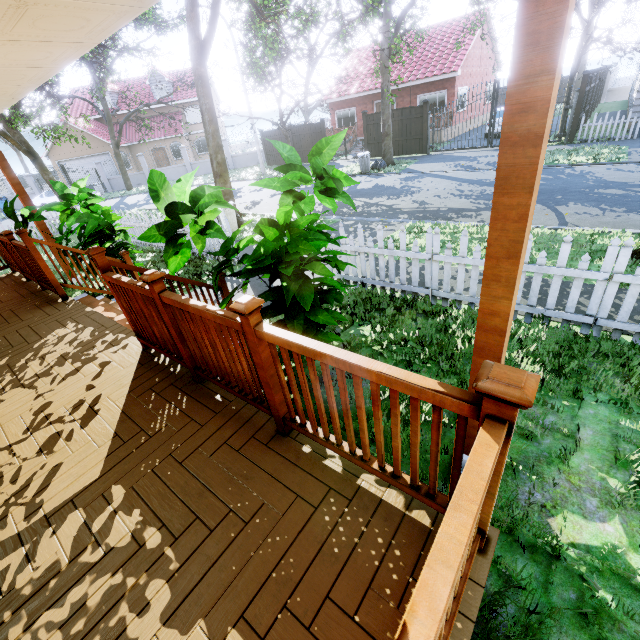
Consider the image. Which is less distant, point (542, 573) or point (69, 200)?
point (542, 573)

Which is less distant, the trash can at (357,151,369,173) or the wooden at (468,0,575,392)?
the wooden at (468,0,575,392)

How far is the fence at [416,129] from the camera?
17.69m

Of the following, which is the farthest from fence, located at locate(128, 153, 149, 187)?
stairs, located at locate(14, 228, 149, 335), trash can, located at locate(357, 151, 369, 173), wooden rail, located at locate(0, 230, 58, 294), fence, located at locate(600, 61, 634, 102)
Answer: wooden rail, located at locate(0, 230, 58, 294)

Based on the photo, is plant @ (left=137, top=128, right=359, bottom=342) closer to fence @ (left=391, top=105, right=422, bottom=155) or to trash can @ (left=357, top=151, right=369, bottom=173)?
trash can @ (left=357, top=151, right=369, bottom=173)

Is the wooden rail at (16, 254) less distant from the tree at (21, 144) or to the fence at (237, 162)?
the tree at (21, 144)

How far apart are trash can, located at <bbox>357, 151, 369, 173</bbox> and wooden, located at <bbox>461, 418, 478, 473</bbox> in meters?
16.6 m

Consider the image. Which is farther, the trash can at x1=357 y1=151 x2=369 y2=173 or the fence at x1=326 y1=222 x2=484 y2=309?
the trash can at x1=357 y1=151 x2=369 y2=173
